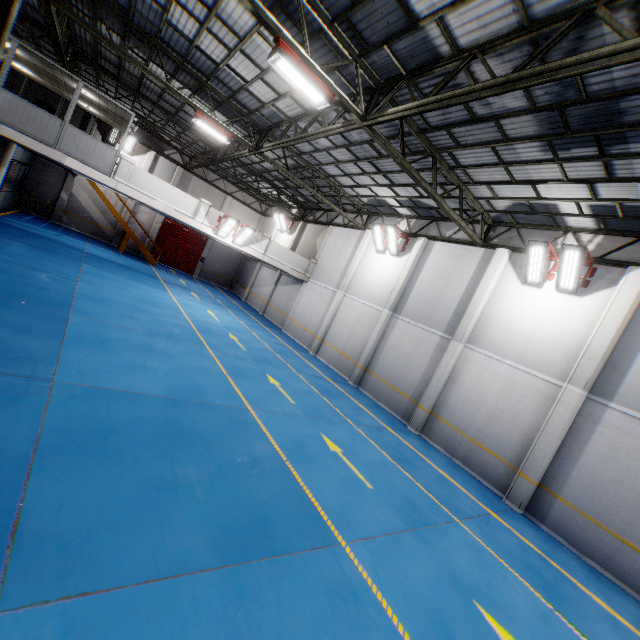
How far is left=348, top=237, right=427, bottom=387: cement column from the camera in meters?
15.4 m

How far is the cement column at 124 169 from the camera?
14.50m

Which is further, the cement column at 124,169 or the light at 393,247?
the light at 393,247

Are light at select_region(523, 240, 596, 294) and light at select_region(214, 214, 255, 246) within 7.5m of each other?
no

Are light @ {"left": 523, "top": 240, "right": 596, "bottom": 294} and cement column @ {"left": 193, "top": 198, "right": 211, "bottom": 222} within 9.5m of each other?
no

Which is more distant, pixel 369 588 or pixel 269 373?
pixel 269 373

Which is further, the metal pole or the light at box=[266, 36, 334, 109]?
the metal pole

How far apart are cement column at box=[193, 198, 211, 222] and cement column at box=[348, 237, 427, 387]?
10.5m
